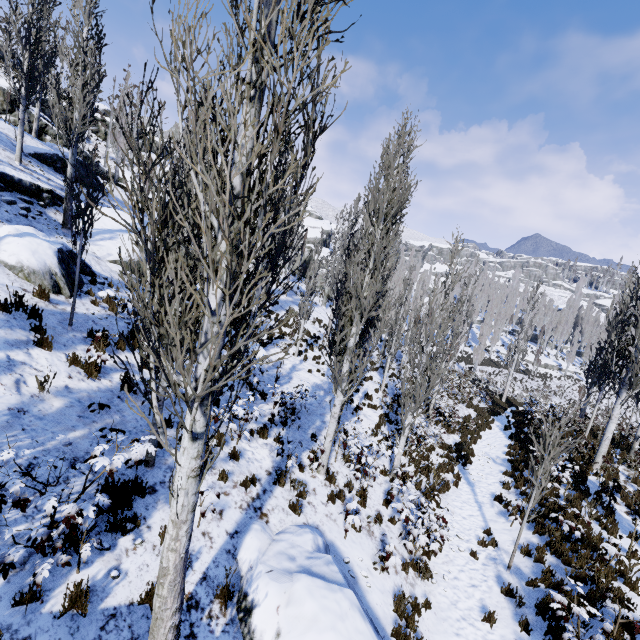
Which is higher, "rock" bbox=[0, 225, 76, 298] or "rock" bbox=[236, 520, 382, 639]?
"rock" bbox=[0, 225, 76, 298]

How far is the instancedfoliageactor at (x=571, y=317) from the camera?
59.03m

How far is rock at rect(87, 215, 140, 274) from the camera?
14.0m

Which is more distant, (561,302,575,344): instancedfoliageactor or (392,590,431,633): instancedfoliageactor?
(561,302,575,344): instancedfoliageactor

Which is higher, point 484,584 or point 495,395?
point 484,584

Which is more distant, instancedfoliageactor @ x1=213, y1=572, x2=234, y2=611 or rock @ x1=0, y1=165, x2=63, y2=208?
rock @ x1=0, y1=165, x2=63, y2=208

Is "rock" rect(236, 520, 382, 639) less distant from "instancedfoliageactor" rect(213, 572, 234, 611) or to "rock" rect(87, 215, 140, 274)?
"instancedfoliageactor" rect(213, 572, 234, 611)

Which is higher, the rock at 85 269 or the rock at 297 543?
the rock at 85 269
